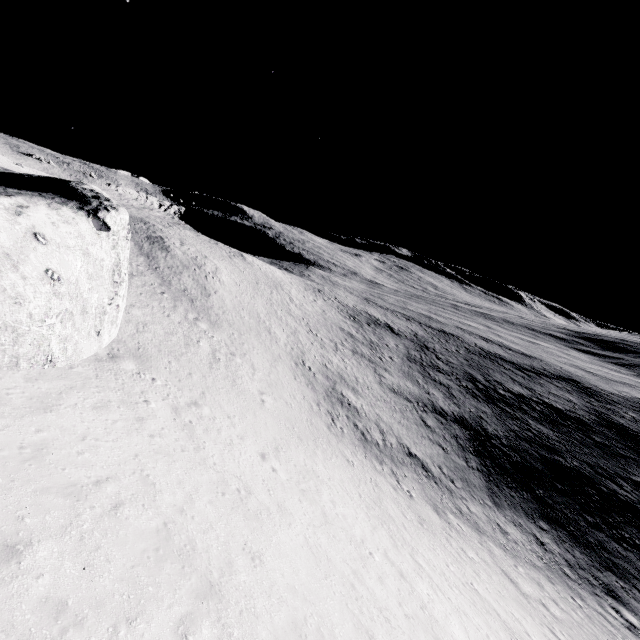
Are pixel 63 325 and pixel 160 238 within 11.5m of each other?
no
